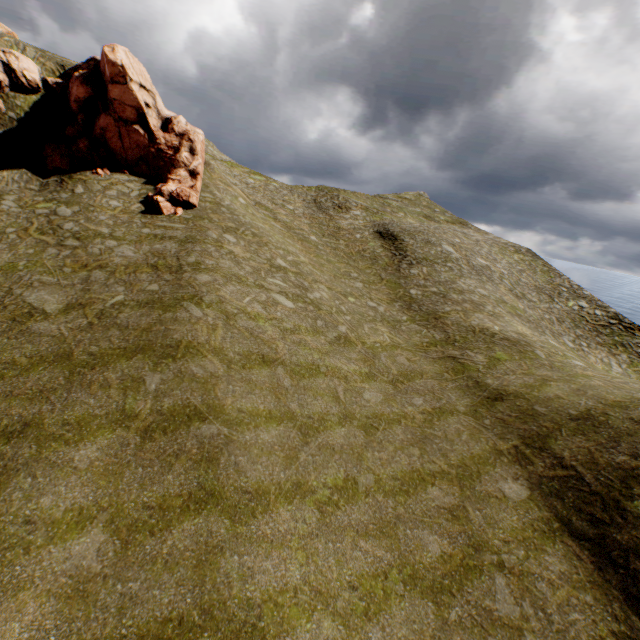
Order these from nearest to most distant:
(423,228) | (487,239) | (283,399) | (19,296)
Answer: (283,399), (19,296), (423,228), (487,239)
